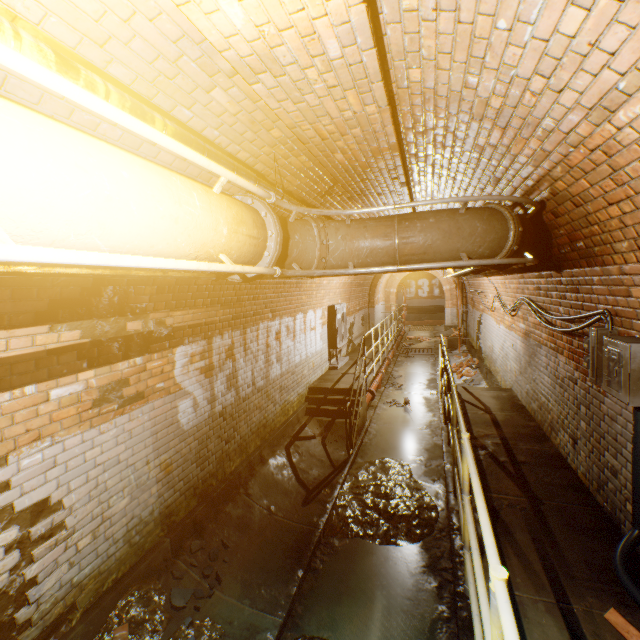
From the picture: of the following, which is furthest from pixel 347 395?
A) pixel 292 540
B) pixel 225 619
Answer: pixel 225 619

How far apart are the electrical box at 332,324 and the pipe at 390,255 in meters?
6.1

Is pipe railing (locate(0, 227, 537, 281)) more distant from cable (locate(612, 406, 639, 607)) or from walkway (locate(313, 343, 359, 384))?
walkway (locate(313, 343, 359, 384))

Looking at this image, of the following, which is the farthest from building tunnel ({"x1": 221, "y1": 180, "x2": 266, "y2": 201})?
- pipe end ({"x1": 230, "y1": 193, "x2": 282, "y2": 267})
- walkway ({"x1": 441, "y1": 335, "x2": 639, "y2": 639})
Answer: pipe end ({"x1": 230, "y1": 193, "x2": 282, "y2": 267})

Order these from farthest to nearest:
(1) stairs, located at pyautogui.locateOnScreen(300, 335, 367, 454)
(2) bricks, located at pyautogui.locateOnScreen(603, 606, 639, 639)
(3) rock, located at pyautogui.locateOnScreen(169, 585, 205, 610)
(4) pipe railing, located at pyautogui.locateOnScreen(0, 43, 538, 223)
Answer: (1) stairs, located at pyautogui.locateOnScreen(300, 335, 367, 454) < (3) rock, located at pyautogui.locateOnScreen(169, 585, 205, 610) < (2) bricks, located at pyautogui.locateOnScreen(603, 606, 639, 639) < (4) pipe railing, located at pyautogui.locateOnScreen(0, 43, 538, 223)

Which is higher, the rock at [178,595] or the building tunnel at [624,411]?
the building tunnel at [624,411]

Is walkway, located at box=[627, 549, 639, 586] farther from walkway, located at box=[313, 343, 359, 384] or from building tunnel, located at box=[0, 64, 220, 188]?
walkway, located at box=[313, 343, 359, 384]

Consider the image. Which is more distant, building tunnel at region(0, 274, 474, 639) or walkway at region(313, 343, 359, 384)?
walkway at region(313, 343, 359, 384)
